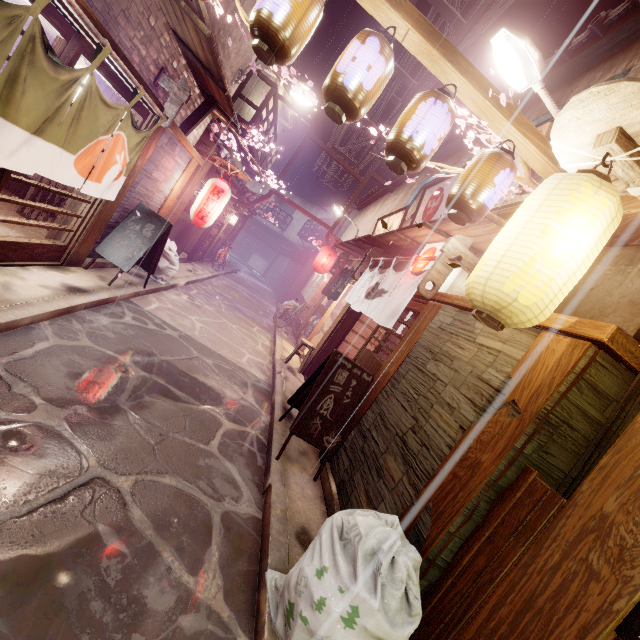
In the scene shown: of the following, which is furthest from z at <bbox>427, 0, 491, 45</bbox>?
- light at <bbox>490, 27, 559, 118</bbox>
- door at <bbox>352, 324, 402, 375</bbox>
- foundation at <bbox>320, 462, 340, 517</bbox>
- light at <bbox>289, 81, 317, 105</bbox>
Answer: foundation at <bbox>320, 462, 340, 517</bbox>

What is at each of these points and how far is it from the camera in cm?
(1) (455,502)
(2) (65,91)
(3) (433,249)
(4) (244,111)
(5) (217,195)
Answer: (1) wood pole, 446
(2) flag, 580
(3) light, 932
(4) house, 2078
(5) lantern, 1286

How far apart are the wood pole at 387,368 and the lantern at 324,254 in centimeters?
1506cm

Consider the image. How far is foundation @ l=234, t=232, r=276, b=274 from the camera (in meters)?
56.53

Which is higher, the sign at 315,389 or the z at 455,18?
the z at 455,18

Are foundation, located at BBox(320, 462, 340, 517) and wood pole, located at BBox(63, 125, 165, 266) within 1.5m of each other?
no

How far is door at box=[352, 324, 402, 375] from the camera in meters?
9.3

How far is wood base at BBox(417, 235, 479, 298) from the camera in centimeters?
785cm
